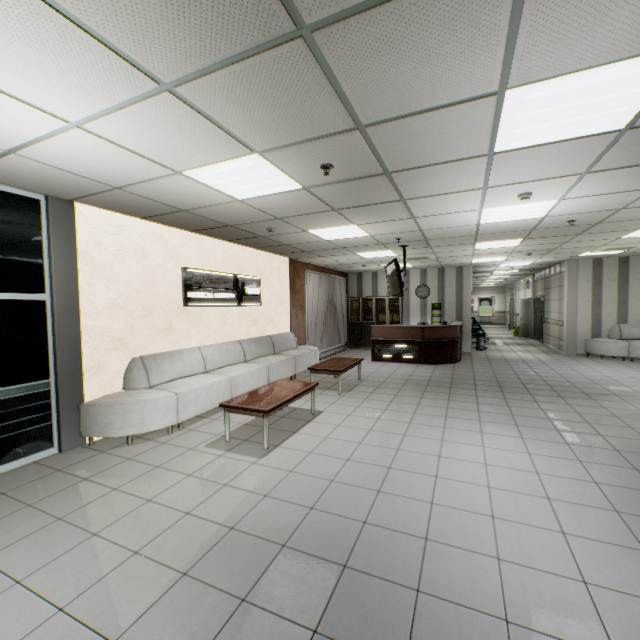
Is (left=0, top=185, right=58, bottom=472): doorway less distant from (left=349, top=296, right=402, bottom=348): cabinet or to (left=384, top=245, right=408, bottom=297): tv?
(left=384, top=245, right=408, bottom=297): tv

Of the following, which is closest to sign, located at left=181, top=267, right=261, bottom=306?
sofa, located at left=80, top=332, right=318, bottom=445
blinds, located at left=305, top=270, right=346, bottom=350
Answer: sofa, located at left=80, top=332, right=318, bottom=445

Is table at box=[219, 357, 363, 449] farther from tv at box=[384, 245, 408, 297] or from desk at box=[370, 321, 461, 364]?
desk at box=[370, 321, 461, 364]

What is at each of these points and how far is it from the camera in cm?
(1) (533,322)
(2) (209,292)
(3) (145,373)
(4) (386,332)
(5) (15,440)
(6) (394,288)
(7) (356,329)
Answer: (1) door, 1587
(2) sign, 651
(3) sofa, 497
(4) desk, 1023
(5) doorway, 380
(6) tv, 786
(7) cabinet, 1359

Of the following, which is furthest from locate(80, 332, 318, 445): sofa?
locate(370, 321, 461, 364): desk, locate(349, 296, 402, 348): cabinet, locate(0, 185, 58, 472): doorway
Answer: locate(349, 296, 402, 348): cabinet

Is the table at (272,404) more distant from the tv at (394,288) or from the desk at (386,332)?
the desk at (386,332)

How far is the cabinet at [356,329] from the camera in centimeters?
1303cm

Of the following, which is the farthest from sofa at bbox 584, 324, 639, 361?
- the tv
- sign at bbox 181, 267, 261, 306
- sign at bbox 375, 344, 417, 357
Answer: sign at bbox 181, 267, 261, 306
